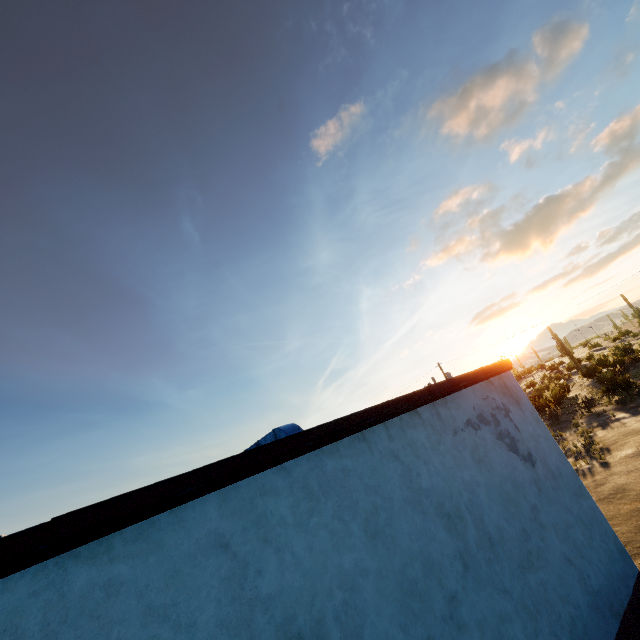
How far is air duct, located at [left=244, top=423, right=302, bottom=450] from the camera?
6.7m

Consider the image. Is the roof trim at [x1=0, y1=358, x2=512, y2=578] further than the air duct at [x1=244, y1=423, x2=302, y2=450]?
No

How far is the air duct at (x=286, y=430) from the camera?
6.7 meters

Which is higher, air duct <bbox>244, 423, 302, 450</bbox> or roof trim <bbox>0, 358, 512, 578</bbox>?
air duct <bbox>244, 423, 302, 450</bbox>

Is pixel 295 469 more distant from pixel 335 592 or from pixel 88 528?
pixel 88 528

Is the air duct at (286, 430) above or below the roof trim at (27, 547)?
above
